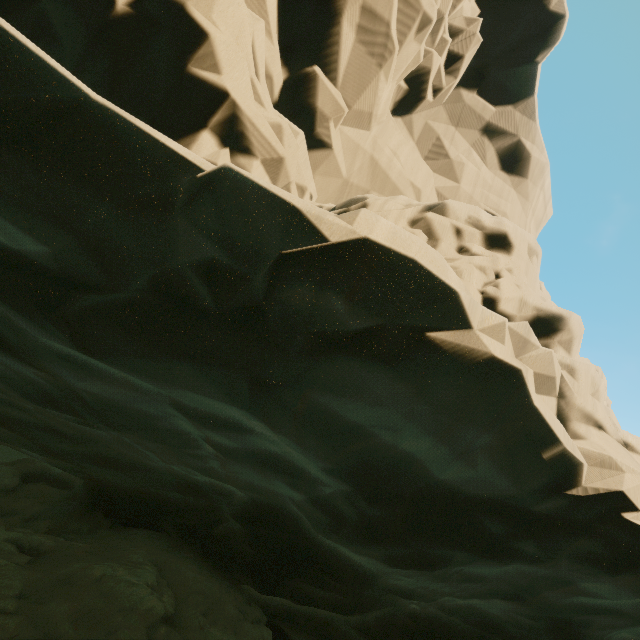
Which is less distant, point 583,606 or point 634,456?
point 634,456
